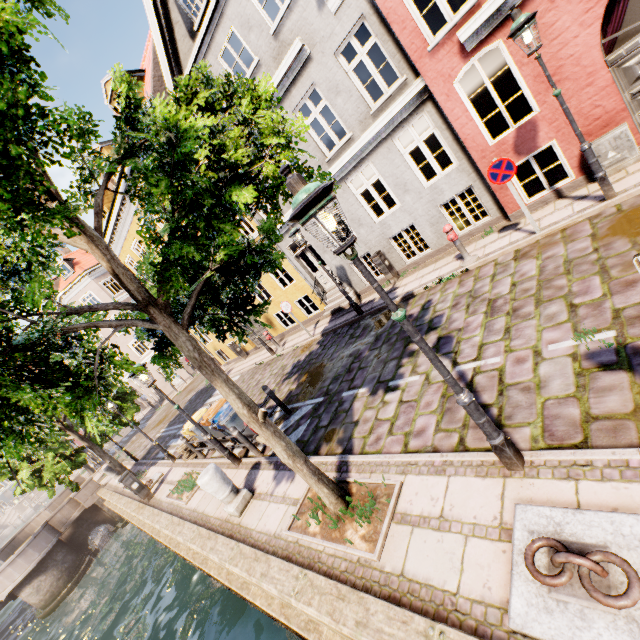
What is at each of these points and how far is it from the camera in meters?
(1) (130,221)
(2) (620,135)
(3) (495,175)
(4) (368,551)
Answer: (1) building, 17.8
(2) electrical box, 6.6
(3) sign, 7.0
(4) tree planter, 3.9

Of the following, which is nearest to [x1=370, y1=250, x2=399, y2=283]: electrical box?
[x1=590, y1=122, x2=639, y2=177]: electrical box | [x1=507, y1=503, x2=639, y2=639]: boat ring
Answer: [x1=590, y1=122, x2=639, y2=177]: electrical box

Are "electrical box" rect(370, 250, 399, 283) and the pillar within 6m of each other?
no

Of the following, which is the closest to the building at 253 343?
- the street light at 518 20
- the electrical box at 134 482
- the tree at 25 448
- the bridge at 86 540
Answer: the street light at 518 20

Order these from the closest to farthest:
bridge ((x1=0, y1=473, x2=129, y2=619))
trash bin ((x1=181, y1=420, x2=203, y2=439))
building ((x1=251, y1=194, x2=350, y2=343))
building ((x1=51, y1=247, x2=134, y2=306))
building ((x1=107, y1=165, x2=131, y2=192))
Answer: trash bin ((x1=181, y1=420, x2=203, y2=439)), building ((x1=251, y1=194, x2=350, y2=343)), building ((x1=107, y1=165, x2=131, y2=192)), bridge ((x1=0, y1=473, x2=129, y2=619)), building ((x1=51, y1=247, x2=134, y2=306))

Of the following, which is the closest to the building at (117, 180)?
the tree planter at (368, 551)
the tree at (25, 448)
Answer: the tree at (25, 448)

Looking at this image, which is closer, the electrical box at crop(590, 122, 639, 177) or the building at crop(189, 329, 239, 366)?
the electrical box at crop(590, 122, 639, 177)

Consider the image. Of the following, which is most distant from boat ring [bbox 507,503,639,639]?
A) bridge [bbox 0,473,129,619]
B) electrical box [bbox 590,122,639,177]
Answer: bridge [bbox 0,473,129,619]
